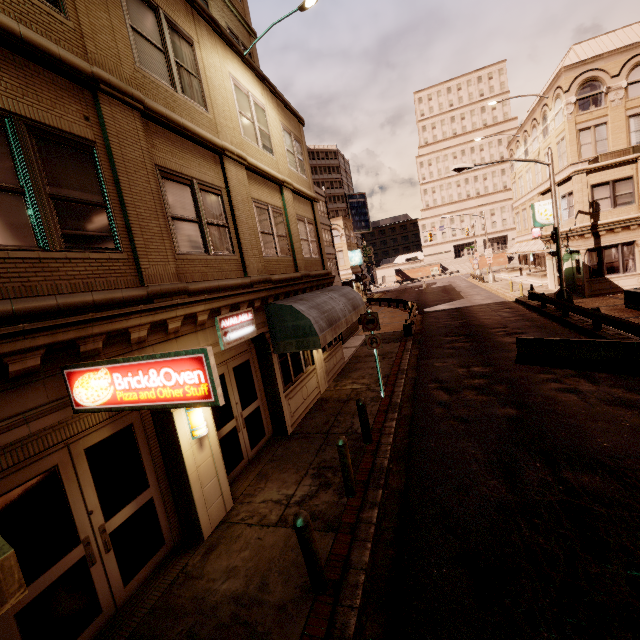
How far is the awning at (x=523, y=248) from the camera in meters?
35.2

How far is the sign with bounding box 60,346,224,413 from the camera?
3.4 meters

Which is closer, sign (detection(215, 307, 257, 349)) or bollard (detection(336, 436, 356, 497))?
bollard (detection(336, 436, 356, 497))

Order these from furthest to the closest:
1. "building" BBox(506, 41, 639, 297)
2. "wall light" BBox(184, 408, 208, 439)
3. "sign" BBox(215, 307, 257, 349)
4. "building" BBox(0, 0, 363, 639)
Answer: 1. "building" BBox(506, 41, 639, 297)
2. "sign" BBox(215, 307, 257, 349)
3. "wall light" BBox(184, 408, 208, 439)
4. "building" BBox(0, 0, 363, 639)

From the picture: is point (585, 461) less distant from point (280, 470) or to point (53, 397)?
point (280, 470)

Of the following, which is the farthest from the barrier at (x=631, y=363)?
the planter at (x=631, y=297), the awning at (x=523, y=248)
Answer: the awning at (x=523, y=248)

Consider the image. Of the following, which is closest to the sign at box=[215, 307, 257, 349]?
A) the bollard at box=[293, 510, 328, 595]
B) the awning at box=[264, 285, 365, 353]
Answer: the awning at box=[264, 285, 365, 353]

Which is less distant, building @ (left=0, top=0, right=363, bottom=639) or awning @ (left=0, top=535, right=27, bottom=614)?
awning @ (left=0, top=535, right=27, bottom=614)
